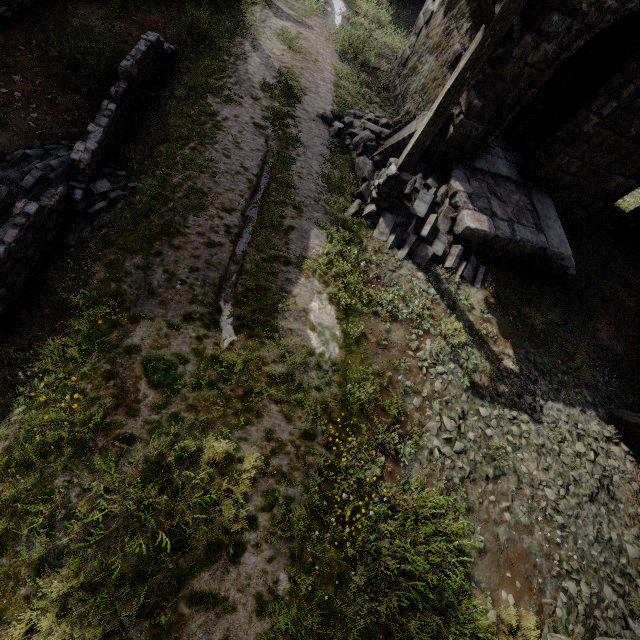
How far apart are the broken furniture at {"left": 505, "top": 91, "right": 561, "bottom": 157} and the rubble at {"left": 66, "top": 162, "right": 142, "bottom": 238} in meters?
11.0

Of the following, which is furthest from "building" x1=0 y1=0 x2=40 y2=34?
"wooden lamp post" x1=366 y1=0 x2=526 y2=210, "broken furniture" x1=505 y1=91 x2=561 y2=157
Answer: "wooden lamp post" x1=366 y1=0 x2=526 y2=210

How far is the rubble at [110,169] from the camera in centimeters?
531cm

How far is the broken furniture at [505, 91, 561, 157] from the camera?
9.45m

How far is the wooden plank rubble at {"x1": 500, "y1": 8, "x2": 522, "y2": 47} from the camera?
5.9 meters

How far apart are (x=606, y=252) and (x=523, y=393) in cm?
875

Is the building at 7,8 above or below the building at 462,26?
below

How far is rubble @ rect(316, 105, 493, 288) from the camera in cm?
780
